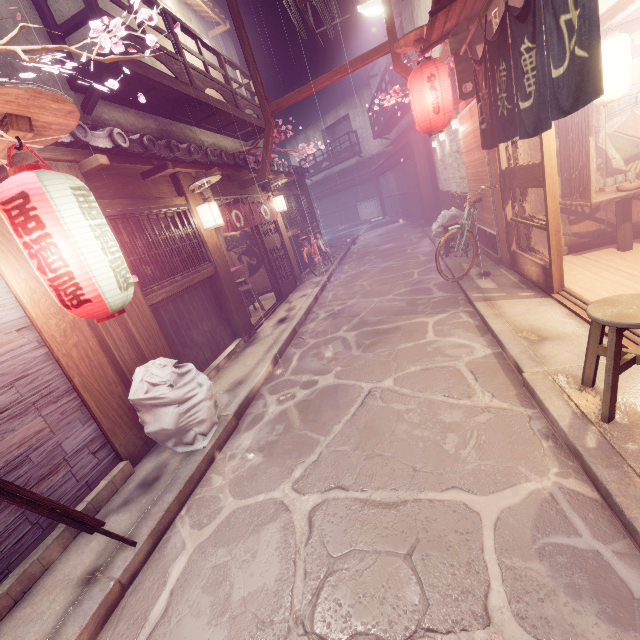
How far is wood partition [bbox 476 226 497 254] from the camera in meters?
11.1 m

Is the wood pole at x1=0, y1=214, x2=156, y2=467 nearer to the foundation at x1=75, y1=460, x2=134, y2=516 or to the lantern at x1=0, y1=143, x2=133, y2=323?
the foundation at x1=75, y1=460, x2=134, y2=516

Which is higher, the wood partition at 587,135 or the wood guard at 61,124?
the wood guard at 61,124

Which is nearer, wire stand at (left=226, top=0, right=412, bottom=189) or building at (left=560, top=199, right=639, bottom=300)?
building at (left=560, top=199, right=639, bottom=300)

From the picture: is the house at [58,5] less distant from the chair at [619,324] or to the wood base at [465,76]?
the chair at [619,324]

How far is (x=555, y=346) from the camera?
5.9 meters

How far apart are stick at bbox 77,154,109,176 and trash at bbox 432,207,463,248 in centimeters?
1257cm

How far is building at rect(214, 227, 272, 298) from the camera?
17.92m
